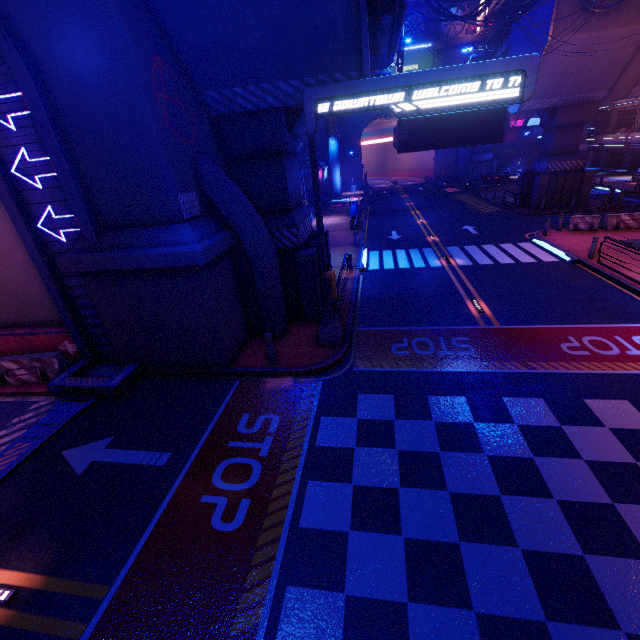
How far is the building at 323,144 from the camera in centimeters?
5155cm

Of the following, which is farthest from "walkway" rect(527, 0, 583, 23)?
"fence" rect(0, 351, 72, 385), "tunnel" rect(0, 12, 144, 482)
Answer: "fence" rect(0, 351, 72, 385)

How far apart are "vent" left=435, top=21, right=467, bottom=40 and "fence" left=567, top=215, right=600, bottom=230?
42.95m

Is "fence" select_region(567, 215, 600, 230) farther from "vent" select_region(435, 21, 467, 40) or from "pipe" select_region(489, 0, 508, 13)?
"vent" select_region(435, 21, 467, 40)

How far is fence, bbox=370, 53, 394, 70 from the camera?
25.7m

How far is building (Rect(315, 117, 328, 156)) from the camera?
51.5 meters

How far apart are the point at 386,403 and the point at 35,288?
12.3m

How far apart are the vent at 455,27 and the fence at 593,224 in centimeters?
4295cm
